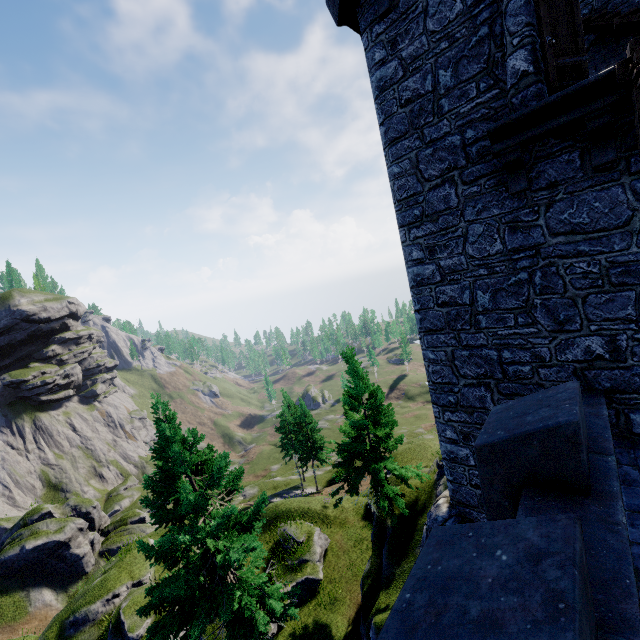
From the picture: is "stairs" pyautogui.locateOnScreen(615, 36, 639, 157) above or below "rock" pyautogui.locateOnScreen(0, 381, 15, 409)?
above

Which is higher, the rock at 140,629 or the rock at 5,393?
the rock at 5,393

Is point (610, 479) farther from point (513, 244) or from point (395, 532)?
point (395, 532)

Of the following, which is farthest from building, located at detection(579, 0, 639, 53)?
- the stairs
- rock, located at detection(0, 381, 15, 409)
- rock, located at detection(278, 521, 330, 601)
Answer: rock, located at detection(0, 381, 15, 409)

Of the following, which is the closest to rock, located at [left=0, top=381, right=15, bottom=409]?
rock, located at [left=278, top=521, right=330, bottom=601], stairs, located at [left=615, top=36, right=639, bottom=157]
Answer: rock, located at [left=278, top=521, right=330, bottom=601]

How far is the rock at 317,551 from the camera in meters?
17.0 m

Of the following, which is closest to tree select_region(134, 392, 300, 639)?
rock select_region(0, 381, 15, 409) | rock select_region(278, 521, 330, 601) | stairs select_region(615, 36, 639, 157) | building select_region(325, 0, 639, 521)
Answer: rock select_region(278, 521, 330, 601)

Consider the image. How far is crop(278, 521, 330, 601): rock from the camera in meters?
17.0 m
